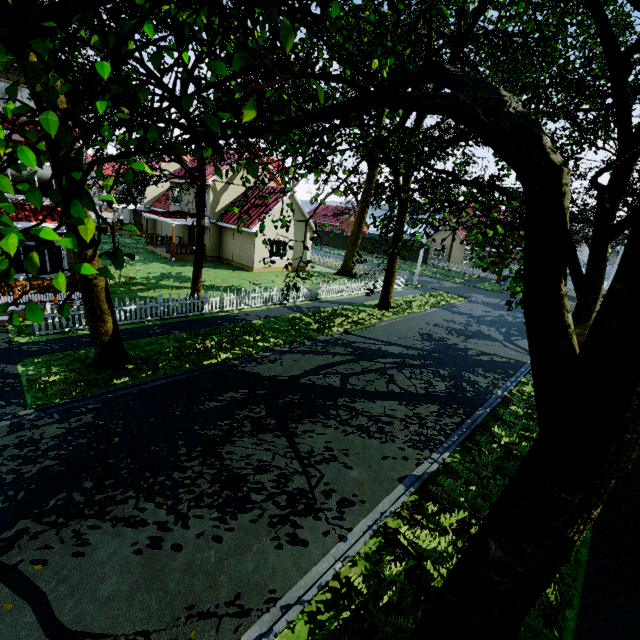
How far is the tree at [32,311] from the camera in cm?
225

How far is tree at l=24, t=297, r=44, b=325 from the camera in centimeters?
225cm

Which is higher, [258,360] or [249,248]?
[249,248]
